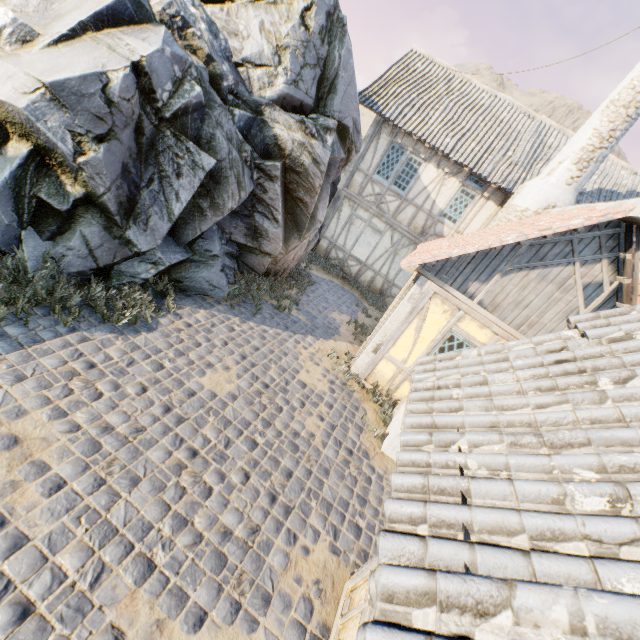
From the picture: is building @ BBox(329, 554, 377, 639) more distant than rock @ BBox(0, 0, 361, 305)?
No

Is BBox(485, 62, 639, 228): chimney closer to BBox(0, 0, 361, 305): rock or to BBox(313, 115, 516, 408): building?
BBox(313, 115, 516, 408): building

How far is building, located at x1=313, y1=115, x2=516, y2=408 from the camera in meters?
6.8

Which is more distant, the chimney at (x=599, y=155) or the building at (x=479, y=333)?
the chimney at (x=599, y=155)

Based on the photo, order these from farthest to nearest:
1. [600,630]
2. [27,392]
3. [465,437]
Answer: [27,392] → [465,437] → [600,630]

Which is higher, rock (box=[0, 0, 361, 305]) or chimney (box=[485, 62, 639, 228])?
chimney (box=[485, 62, 639, 228])

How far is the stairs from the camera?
6.21m

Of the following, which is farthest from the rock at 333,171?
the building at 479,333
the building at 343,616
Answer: the building at 479,333
